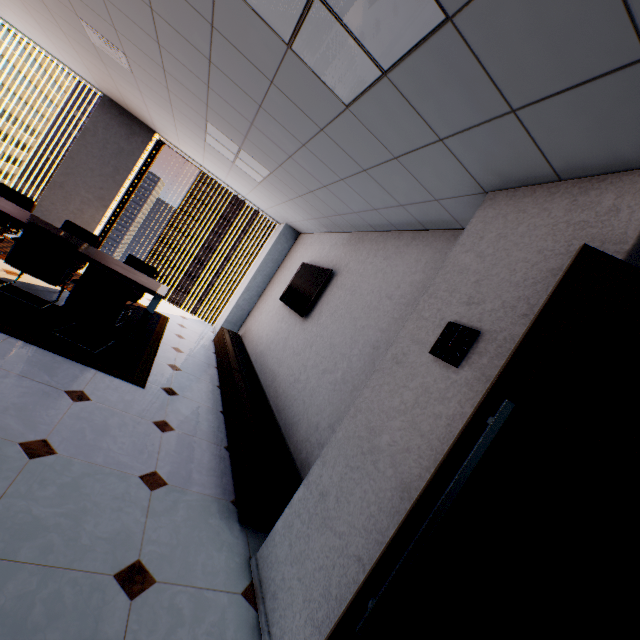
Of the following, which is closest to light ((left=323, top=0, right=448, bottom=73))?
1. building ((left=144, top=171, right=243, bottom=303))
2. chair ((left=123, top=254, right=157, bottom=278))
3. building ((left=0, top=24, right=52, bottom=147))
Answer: chair ((left=123, top=254, right=157, bottom=278))

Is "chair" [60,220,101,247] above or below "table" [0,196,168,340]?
above

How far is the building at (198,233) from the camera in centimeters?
5681cm

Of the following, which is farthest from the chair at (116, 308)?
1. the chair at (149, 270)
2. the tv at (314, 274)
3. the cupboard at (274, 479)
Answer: the tv at (314, 274)

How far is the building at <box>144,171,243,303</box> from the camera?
56.81m

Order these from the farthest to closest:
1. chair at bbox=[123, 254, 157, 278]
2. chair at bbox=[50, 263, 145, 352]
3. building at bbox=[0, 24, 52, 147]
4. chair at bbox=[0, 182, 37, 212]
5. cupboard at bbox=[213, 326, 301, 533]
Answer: building at bbox=[0, 24, 52, 147]
chair at bbox=[123, 254, 157, 278]
chair at bbox=[0, 182, 37, 212]
chair at bbox=[50, 263, 145, 352]
cupboard at bbox=[213, 326, 301, 533]

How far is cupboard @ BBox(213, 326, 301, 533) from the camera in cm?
251

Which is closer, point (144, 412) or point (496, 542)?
point (496, 542)
